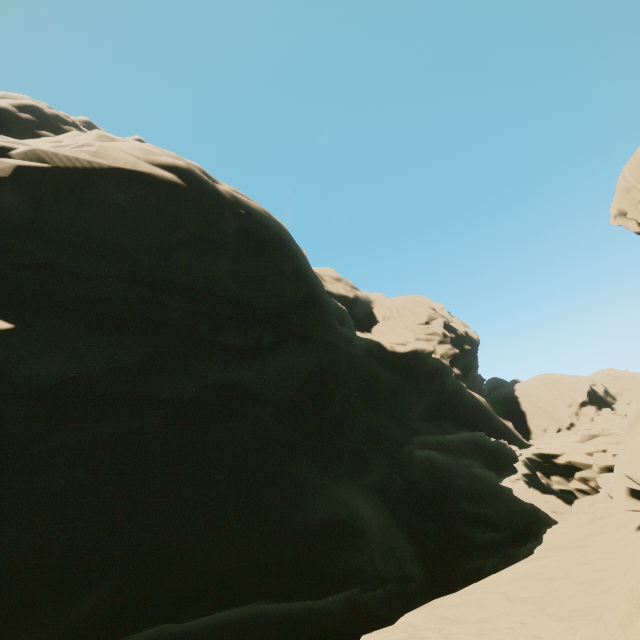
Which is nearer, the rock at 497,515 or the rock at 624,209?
the rock at 497,515

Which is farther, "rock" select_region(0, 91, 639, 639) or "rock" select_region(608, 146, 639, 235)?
"rock" select_region(608, 146, 639, 235)

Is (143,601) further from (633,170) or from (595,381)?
(595,381)
